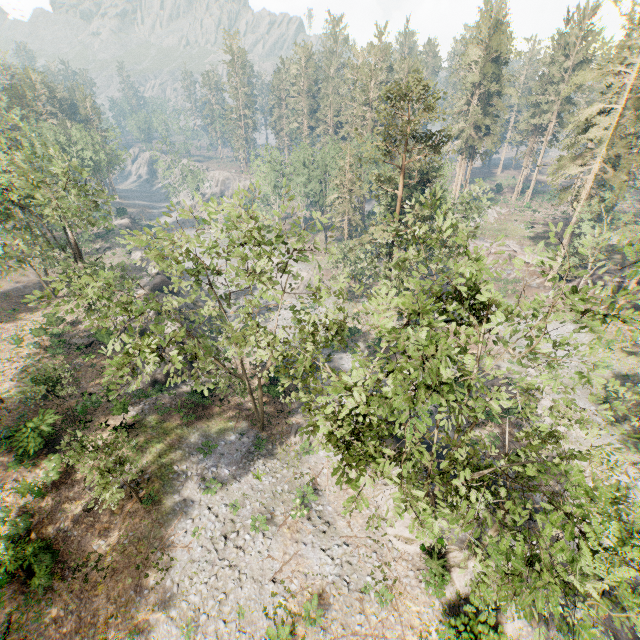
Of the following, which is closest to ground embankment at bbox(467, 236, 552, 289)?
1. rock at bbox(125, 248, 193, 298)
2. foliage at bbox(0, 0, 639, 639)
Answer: foliage at bbox(0, 0, 639, 639)

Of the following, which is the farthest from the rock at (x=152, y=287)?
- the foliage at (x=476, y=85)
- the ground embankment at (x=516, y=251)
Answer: the ground embankment at (x=516, y=251)

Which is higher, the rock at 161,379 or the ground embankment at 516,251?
the ground embankment at 516,251

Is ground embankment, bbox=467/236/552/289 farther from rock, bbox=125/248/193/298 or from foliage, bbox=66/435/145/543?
rock, bbox=125/248/193/298

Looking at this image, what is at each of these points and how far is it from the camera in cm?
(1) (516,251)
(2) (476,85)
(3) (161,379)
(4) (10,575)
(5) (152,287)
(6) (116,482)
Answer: (1) ground embankment, 5041
(2) foliage, 5619
(3) rock, 2928
(4) foliage, 1662
(5) rock, 4209
(6) foliage, 1548
